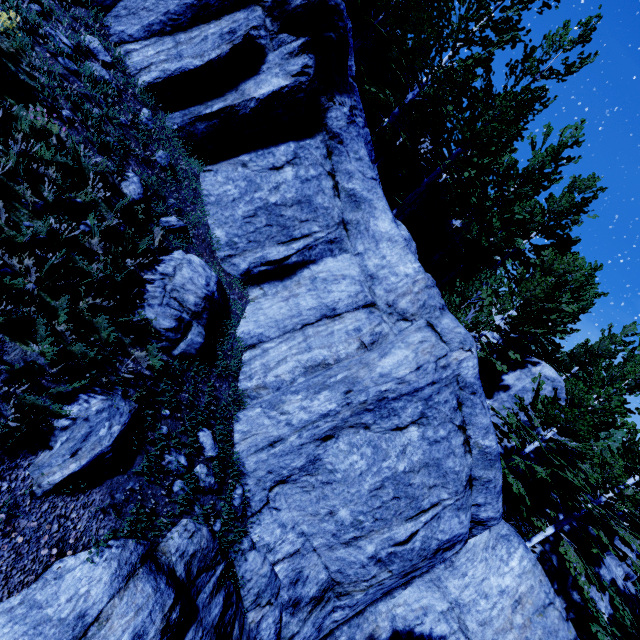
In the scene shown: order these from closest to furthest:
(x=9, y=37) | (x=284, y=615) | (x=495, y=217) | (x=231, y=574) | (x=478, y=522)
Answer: (x=9, y=37) < (x=231, y=574) < (x=284, y=615) < (x=478, y=522) < (x=495, y=217)

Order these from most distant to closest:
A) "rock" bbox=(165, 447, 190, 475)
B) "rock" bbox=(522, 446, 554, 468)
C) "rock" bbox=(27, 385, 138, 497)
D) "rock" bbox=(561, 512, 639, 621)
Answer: "rock" bbox=(522, 446, 554, 468) → "rock" bbox=(561, 512, 639, 621) → "rock" bbox=(165, 447, 190, 475) → "rock" bbox=(27, 385, 138, 497)

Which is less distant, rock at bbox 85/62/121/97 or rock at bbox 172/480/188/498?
rock at bbox 172/480/188/498

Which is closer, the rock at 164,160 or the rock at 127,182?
the rock at 127,182

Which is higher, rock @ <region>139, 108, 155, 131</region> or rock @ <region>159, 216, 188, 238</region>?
rock @ <region>139, 108, 155, 131</region>

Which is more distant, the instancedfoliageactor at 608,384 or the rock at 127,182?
the instancedfoliageactor at 608,384

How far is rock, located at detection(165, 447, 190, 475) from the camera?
4.6 meters

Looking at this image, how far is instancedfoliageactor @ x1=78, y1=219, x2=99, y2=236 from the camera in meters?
A: 4.5
